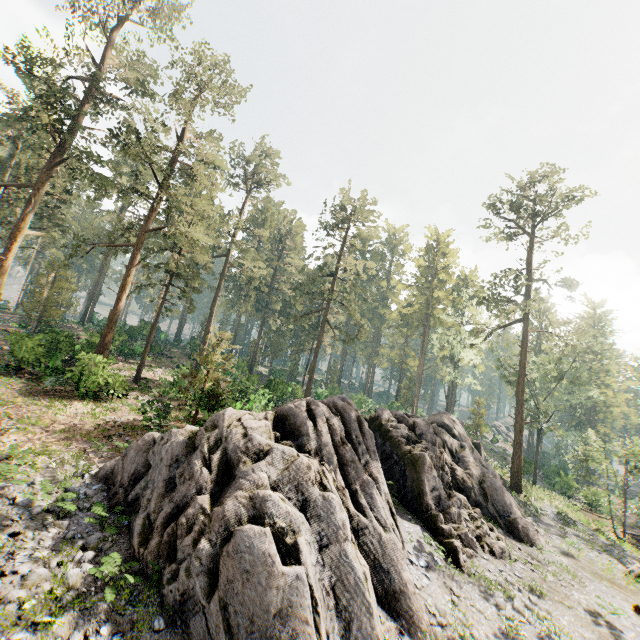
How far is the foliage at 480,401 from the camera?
43.8m

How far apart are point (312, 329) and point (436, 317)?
19.6 meters

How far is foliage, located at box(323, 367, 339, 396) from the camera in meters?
47.5

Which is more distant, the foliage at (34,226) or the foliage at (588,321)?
the foliage at (588,321)

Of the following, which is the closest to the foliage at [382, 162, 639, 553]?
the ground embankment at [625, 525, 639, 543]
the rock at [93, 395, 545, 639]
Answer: the rock at [93, 395, 545, 639]

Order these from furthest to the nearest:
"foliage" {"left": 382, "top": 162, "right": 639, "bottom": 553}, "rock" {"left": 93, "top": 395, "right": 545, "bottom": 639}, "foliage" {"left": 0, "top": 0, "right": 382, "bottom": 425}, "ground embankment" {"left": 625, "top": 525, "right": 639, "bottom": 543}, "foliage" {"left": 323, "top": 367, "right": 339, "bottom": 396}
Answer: "foliage" {"left": 323, "top": 367, "right": 339, "bottom": 396} < "ground embankment" {"left": 625, "top": 525, "right": 639, "bottom": 543} < "foliage" {"left": 382, "top": 162, "right": 639, "bottom": 553} < "foliage" {"left": 0, "top": 0, "right": 382, "bottom": 425} < "rock" {"left": 93, "top": 395, "right": 545, "bottom": 639}
